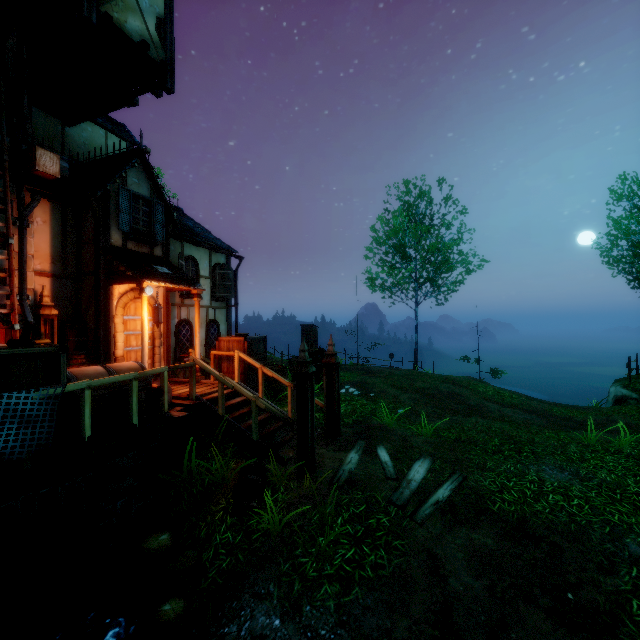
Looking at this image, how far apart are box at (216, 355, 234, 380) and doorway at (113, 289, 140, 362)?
A: 1.7 meters

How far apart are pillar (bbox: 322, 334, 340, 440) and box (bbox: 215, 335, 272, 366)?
2.29m

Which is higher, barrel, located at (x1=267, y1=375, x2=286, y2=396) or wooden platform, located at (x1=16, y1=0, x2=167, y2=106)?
wooden platform, located at (x1=16, y1=0, x2=167, y2=106)

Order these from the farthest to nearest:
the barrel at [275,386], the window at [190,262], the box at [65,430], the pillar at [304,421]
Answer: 1. the window at [190,262]
2. the barrel at [275,386]
3. the pillar at [304,421]
4. the box at [65,430]

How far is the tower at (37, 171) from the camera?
6.7 meters

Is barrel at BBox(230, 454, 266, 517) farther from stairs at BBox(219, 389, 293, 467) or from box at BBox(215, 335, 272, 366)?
box at BBox(215, 335, 272, 366)

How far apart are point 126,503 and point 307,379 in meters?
3.6 m

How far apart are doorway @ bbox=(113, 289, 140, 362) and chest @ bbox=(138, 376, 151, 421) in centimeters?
221cm
